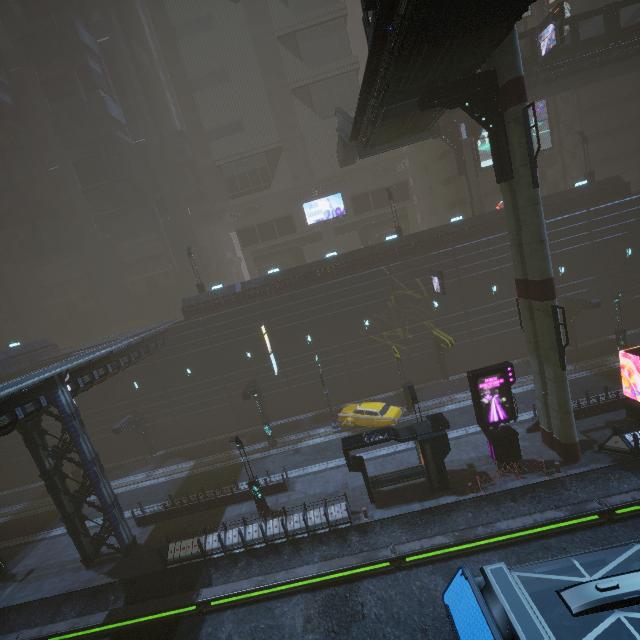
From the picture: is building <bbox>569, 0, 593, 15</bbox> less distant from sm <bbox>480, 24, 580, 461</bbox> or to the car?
sm <bbox>480, 24, 580, 461</bbox>

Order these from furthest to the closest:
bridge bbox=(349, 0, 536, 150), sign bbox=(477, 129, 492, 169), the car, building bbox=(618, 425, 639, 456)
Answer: sign bbox=(477, 129, 492, 169)
the car
building bbox=(618, 425, 639, 456)
bridge bbox=(349, 0, 536, 150)

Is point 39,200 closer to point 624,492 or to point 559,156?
point 624,492

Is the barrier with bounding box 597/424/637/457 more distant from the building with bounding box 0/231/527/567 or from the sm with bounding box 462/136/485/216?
the sm with bounding box 462/136/485/216

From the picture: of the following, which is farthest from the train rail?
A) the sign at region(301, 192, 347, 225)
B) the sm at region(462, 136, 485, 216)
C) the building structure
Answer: the sign at region(301, 192, 347, 225)

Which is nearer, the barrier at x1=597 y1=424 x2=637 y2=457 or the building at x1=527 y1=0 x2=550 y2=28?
the barrier at x1=597 y1=424 x2=637 y2=457

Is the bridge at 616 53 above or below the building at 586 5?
below

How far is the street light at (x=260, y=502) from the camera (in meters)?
19.36
